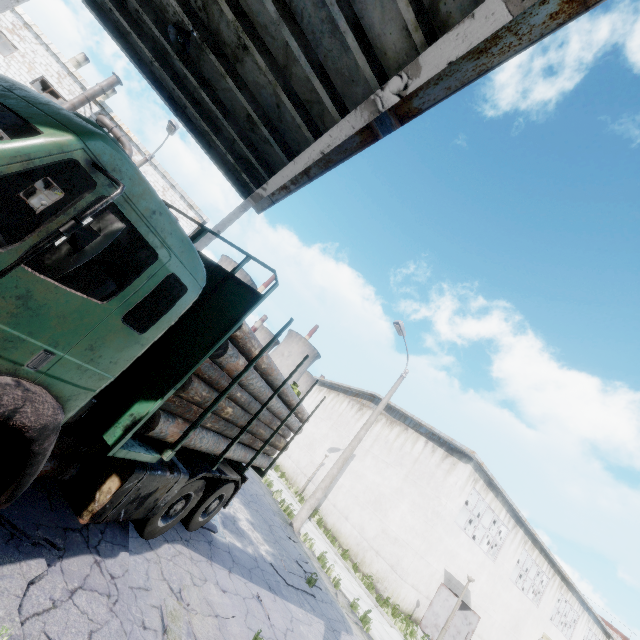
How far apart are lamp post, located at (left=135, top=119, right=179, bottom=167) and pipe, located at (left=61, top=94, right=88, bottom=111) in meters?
9.5

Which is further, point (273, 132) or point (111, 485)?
point (273, 132)

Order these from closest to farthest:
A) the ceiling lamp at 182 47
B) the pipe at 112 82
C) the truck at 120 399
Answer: the truck at 120 399 → the ceiling lamp at 182 47 → the pipe at 112 82

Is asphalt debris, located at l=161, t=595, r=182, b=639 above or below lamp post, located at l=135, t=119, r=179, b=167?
below

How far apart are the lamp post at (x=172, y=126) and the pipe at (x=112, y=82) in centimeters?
946cm

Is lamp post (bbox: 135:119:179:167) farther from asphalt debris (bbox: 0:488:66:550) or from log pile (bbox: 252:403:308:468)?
log pile (bbox: 252:403:308:468)

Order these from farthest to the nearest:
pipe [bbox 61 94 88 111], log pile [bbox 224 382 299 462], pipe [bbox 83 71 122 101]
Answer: pipe [bbox 83 71 122 101]
pipe [bbox 61 94 88 111]
log pile [bbox 224 382 299 462]

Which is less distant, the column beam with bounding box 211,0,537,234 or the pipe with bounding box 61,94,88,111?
the column beam with bounding box 211,0,537,234
